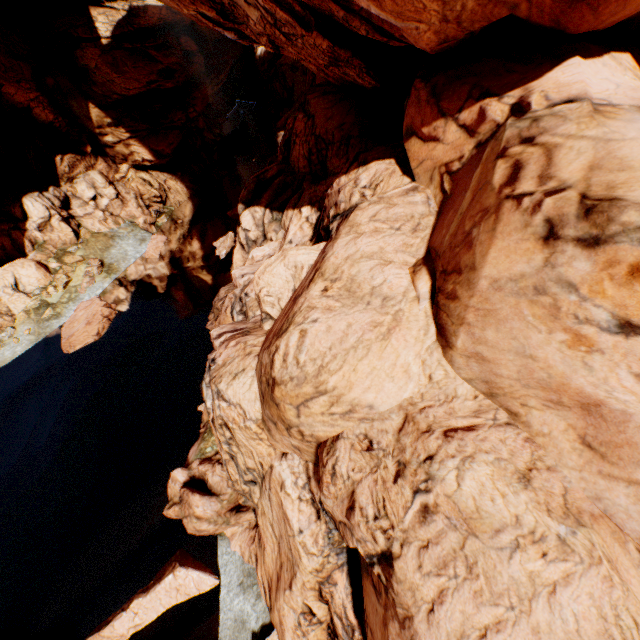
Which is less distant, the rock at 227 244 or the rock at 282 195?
the rock at 282 195

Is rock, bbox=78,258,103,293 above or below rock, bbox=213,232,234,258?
above

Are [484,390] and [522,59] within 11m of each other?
yes

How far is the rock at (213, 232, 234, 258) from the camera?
26.0m

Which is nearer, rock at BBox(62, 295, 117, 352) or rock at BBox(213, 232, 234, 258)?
rock at BBox(62, 295, 117, 352)

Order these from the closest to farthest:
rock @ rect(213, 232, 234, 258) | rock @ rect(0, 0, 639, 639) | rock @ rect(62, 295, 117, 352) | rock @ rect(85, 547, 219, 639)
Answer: rock @ rect(0, 0, 639, 639)
rock @ rect(85, 547, 219, 639)
rock @ rect(62, 295, 117, 352)
rock @ rect(213, 232, 234, 258)
